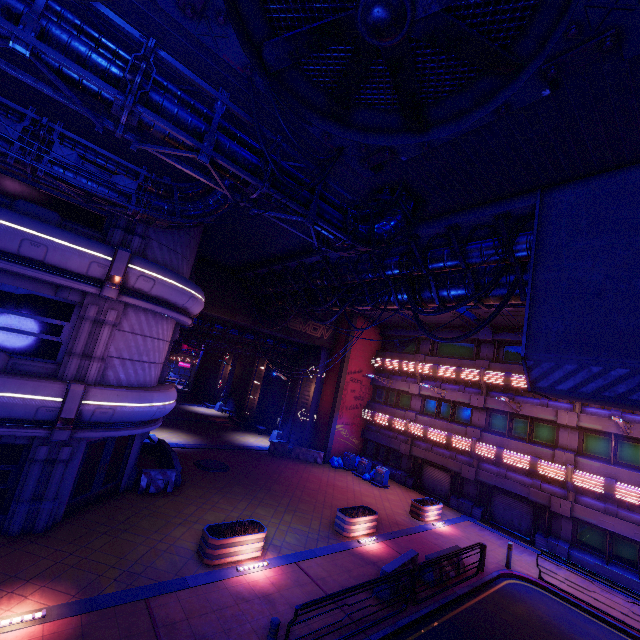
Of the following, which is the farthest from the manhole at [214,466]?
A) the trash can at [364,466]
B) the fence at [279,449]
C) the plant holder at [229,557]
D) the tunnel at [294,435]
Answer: the trash can at [364,466]

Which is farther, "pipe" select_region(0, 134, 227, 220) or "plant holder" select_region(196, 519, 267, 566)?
"plant holder" select_region(196, 519, 267, 566)

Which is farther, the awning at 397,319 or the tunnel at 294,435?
the tunnel at 294,435

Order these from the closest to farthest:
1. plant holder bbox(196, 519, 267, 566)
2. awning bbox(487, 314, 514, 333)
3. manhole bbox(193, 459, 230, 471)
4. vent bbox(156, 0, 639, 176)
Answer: vent bbox(156, 0, 639, 176) → plant holder bbox(196, 519, 267, 566) → manhole bbox(193, 459, 230, 471) → awning bbox(487, 314, 514, 333)

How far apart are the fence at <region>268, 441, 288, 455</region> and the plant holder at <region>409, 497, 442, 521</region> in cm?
1030

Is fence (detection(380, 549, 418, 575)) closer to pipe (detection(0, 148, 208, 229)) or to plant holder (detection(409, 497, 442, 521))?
plant holder (detection(409, 497, 442, 521))

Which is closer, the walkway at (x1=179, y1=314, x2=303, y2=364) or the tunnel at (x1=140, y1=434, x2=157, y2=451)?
the tunnel at (x1=140, y1=434, x2=157, y2=451)

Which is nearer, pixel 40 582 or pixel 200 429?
pixel 40 582
